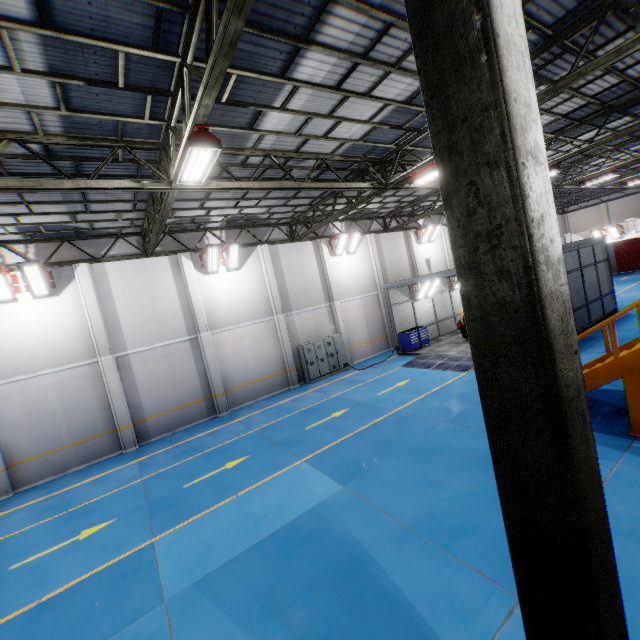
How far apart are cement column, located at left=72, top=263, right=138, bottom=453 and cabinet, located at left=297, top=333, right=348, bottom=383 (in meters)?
8.42

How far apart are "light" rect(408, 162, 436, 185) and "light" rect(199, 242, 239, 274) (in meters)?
8.74

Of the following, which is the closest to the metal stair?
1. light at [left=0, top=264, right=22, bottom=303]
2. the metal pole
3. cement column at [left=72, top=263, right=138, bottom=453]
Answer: the metal pole

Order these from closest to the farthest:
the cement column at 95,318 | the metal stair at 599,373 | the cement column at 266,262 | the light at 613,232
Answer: the metal stair at 599,373 < the cement column at 95,318 < the cement column at 266,262 < the light at 613,232

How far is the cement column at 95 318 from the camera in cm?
1295

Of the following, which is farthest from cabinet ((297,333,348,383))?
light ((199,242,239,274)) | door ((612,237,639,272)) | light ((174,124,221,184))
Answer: door ((612,237,639,272))

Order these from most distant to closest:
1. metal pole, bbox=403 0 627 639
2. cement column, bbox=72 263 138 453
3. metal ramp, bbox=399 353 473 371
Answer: metal ramp, bbox=399 353 473 371
cement column, bbox=72 263 138 453
metal pole, bbox=403 0 627 639

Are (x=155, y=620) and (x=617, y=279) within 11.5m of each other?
no
